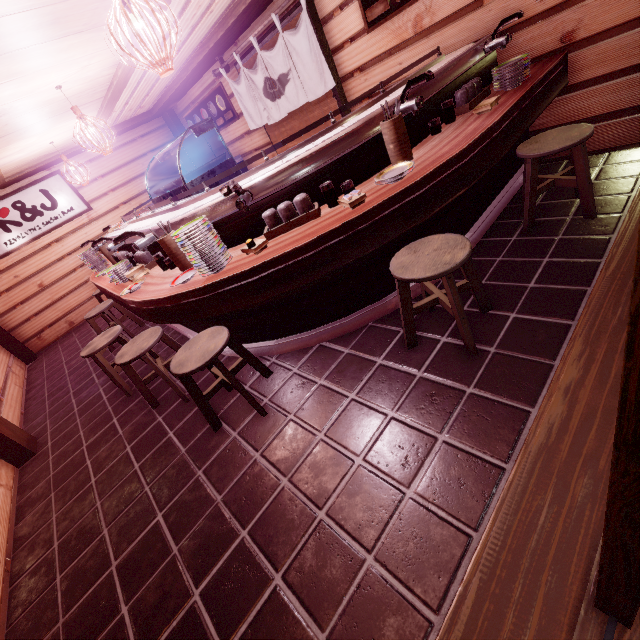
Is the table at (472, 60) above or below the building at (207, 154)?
below

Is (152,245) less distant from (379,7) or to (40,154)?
(379,7)

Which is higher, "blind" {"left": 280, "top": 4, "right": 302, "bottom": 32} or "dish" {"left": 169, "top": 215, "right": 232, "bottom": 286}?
"blind" {"left": 280, "top": 4, "right": 302, "bottom": 32}

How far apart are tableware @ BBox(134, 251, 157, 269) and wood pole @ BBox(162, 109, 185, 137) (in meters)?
10.00

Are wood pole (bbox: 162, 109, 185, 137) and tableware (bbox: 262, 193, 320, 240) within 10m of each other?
no

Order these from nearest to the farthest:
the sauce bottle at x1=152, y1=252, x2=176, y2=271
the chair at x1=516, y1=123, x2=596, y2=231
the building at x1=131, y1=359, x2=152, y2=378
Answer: the chair at x1=516, y1=123, x2=596, y2=231
the sauce bottle at x1=152, y1=252, x2=176, y2=271
the building at x1=131, y1=359, x2=152, y2=378

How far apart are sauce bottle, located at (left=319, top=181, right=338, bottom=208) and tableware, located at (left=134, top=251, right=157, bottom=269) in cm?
398
